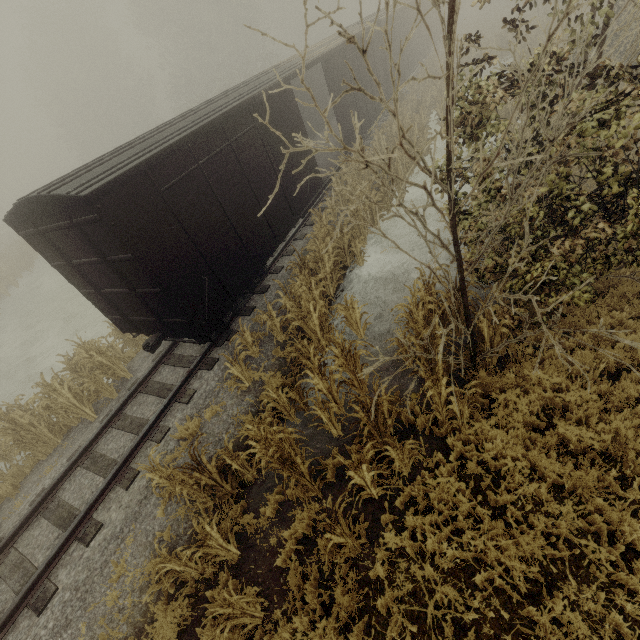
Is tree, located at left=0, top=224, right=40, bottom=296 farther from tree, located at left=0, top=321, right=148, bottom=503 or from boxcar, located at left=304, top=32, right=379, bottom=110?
boxcar, located at left=304, top=32, right=379, bottom=110

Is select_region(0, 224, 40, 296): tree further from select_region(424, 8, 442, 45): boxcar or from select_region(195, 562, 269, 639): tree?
select_region(424, 8, 442, 45): boxcar

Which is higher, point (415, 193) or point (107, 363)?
point (107, 363)

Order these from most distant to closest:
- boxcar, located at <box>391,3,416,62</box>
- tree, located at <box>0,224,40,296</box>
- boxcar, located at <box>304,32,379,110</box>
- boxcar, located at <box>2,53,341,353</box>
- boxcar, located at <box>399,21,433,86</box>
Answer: tree, located at <box>0,224,40,296</box> < boxcar, located at <box>399,21,433,86</box> < boxcar, located at <box>391,3,416,62</box> < boxcar, located at <box>304,32,379,110</box> < boxcar, located at <box>2,53,341,353</box>

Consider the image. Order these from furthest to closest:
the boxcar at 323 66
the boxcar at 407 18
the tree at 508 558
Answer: the boxcar at 407 18, the boxcar at 323 66, the tree at 508 558

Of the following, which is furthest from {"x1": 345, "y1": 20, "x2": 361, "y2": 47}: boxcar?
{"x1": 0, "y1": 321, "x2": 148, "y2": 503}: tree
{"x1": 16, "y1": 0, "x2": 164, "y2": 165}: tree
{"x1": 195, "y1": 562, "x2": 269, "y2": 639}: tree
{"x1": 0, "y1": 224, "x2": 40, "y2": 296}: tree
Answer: {"x1": 0, "y1": 224, "x2": 40, "y2": 296}: tree

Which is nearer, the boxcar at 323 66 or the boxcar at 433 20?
the boxcar at 323 66

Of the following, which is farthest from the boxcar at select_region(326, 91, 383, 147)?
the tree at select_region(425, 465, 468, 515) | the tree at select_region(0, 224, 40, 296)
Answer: the tree at select_region(0, 224, 40, 296)
